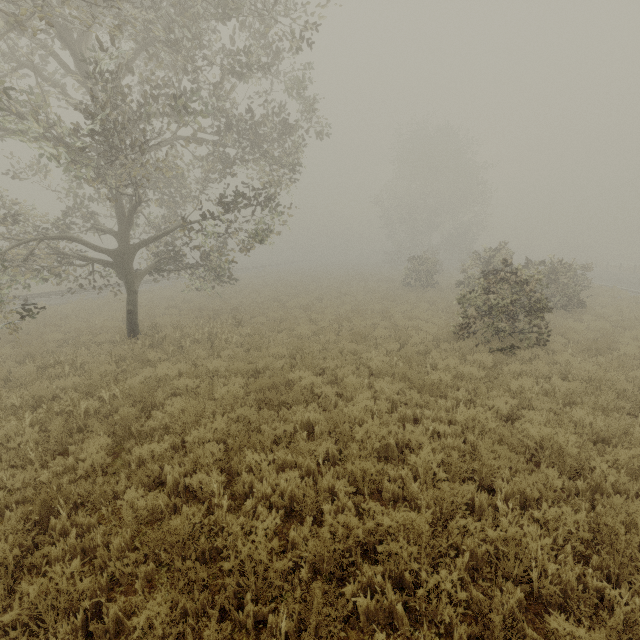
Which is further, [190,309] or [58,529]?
[190,309]

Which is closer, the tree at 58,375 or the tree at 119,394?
the tree at 119,394

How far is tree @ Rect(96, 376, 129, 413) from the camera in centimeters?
727cm

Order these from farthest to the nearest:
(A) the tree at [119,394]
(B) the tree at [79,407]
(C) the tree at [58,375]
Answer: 1. (C) the tree at [58,375]
2. (A) the tree at [119,394]
3. (B) the tree at [79,407]

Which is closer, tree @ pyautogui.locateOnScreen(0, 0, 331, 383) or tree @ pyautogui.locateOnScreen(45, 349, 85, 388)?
tree @ pyautogui.locateOnScreen(0, 0, 331, 383)
